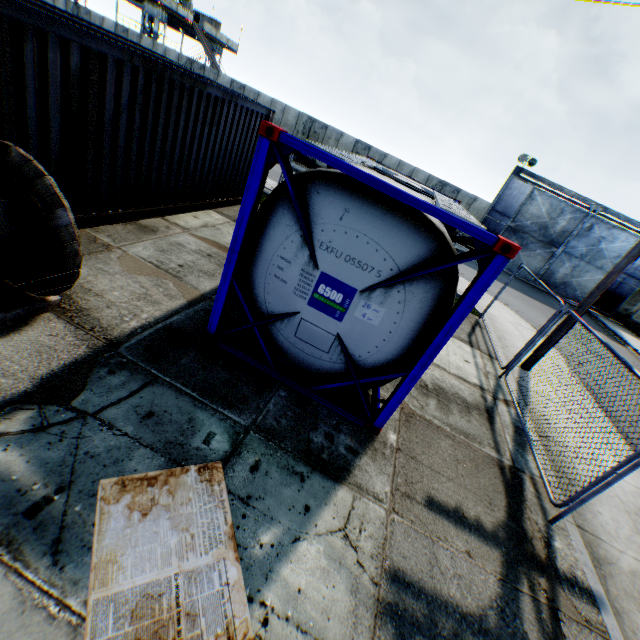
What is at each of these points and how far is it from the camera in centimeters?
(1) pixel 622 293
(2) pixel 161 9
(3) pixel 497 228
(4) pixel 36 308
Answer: (1) metal gate, 2278cm
(2) landrig, 2953cm
(3) metal gate, 2350cm
(4) cable spool, 393cm

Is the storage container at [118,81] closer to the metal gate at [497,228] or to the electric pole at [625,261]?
the electric pole at [625,261]

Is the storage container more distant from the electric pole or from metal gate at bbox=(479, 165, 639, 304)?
metal gate at bbox=(479, 165, 639, 304)

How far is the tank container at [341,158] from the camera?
3.5m

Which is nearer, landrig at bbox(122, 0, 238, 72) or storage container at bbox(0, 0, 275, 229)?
storage container at bbox(0, 0, 275, 229)

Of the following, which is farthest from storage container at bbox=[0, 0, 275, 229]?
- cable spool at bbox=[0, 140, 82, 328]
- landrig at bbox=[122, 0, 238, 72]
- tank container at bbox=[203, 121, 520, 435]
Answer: landrig at bbox=[122, 0, 238, 72]

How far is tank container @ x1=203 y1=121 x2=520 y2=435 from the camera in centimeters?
352cm

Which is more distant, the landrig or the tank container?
the landrig
